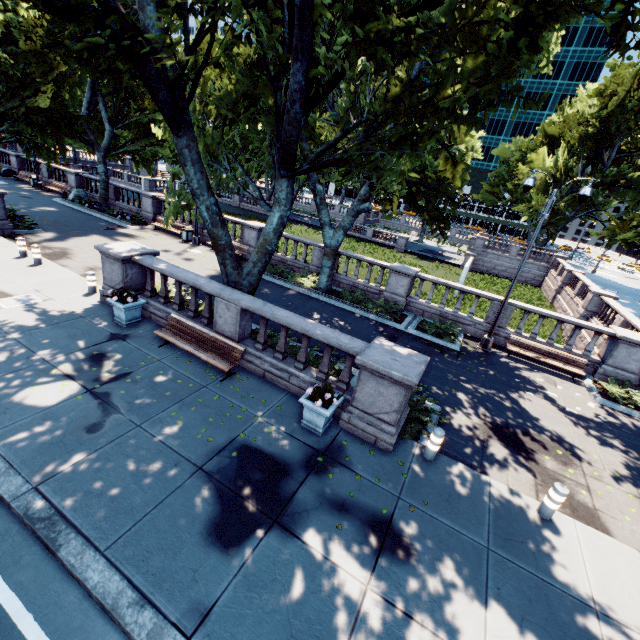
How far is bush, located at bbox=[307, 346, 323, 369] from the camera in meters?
10.2

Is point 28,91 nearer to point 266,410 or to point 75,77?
point 75,77

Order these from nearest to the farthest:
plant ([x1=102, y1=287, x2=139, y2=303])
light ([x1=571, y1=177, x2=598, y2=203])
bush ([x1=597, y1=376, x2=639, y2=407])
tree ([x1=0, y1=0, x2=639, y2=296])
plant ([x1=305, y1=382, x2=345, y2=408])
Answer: tree ([x1=0, y1=0, x2=639, y2=296]) → plant ([x1=305, y1=382, x2=345, y2=408]) → plant ([x1=102, y1=287, x2=139, y2=303]) → light ([x1=571, y1=177, x2=598, y2=203]) → bush ([x1=597, y1=376, x2=639, y2=407])

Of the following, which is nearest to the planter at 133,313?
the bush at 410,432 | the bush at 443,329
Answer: the bush at 410,432

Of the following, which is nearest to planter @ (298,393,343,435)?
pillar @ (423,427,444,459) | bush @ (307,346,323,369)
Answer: bush @ (307,346,323,369)

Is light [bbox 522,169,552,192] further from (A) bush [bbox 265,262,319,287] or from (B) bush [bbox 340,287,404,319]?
(A) bush [bbox 265,262,319,287]

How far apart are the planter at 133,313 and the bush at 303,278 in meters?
8.0 m

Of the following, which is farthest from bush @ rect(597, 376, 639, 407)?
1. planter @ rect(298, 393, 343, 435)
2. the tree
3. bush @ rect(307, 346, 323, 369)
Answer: planter @ rect(298, 393, 343, 435)
